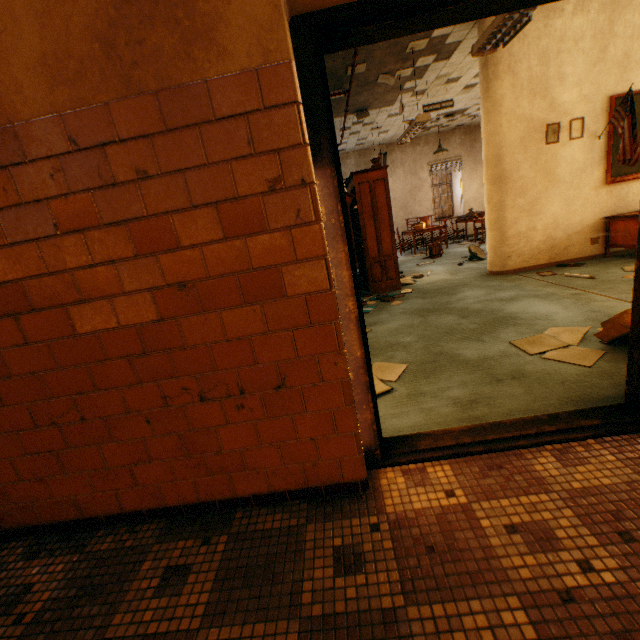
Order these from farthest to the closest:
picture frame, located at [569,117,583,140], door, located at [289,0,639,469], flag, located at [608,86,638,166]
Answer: picture frame, located at [569,117,583,140] → flag, located at [608,86,638,166] → door, located at [289,0,639,469]

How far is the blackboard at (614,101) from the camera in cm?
493

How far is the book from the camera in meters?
5.6

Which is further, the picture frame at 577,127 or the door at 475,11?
the picture frame at 577,127

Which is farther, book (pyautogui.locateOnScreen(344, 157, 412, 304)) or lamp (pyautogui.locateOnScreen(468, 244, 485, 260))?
lamp (pyautogui.locateOnScreen(468, 244, 485, 260))

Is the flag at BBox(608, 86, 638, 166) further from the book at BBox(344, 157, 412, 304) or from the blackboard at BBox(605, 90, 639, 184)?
the book at BBox(344, 157, 412, 304)

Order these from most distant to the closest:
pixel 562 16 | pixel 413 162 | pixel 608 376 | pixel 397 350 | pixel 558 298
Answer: pixel 413 162 < pixel 562 16 < pixel 558 298 < pixel 397 350 < pixel 608 376

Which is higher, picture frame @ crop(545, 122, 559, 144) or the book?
picture frame @ crop(545, 122, 559, 144)
